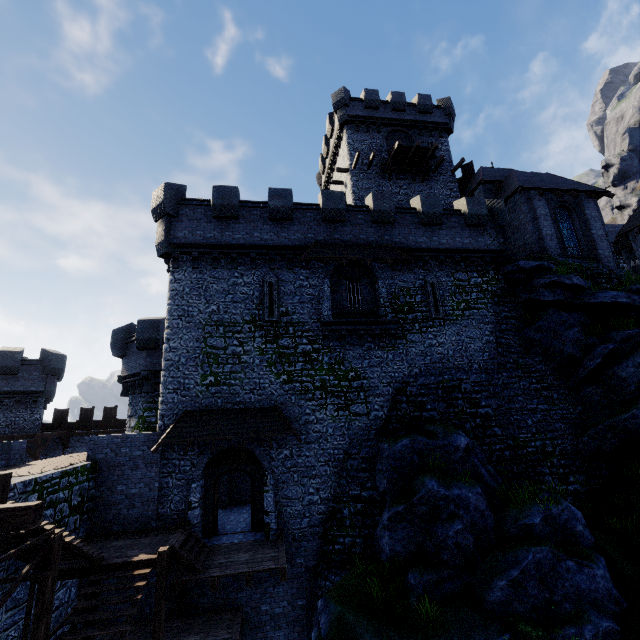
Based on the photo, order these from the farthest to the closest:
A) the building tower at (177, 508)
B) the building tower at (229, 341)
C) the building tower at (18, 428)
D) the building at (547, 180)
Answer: the building tower at (18, 428)
the building at (547, 180)
the building tower at (229, 341)
the building tower at (177, 508)

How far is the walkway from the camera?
10.8m

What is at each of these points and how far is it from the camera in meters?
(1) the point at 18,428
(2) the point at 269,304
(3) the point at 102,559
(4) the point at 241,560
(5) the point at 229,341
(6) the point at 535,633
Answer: (1) building tower, 24.9 m
(2) window slit, 16.9 m
(3) stairs, 10.4 m
(4) walkway, 12.0 m
(5) building tower, 16.1 m
(6) bush, 9.4 m

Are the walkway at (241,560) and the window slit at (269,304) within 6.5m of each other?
no

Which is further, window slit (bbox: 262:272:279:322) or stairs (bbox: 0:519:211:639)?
window slit (bbox: 262:272:279:322)

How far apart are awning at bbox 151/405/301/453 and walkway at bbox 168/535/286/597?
3.7m

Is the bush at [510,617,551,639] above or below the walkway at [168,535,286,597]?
below

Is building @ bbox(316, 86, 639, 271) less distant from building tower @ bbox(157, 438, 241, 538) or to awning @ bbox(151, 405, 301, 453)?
building tower @ bbox(157, 438, 241, 538)
